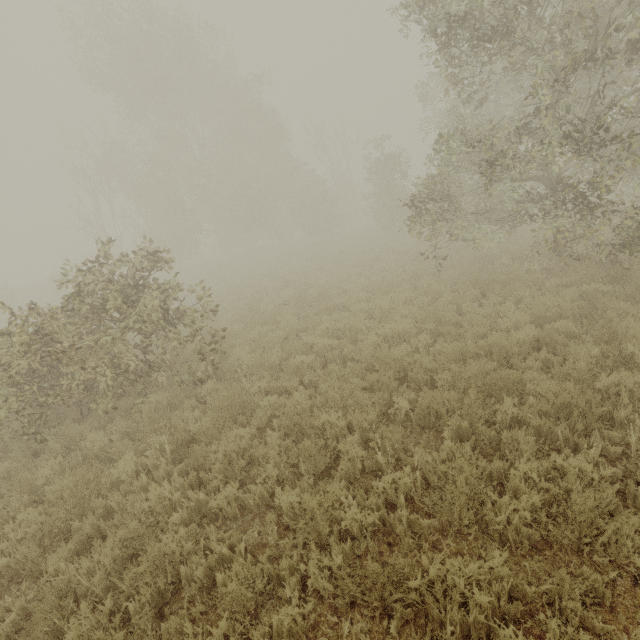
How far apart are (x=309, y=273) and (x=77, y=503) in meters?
13.0 m

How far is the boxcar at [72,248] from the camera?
57.3m

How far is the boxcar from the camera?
57.27m
